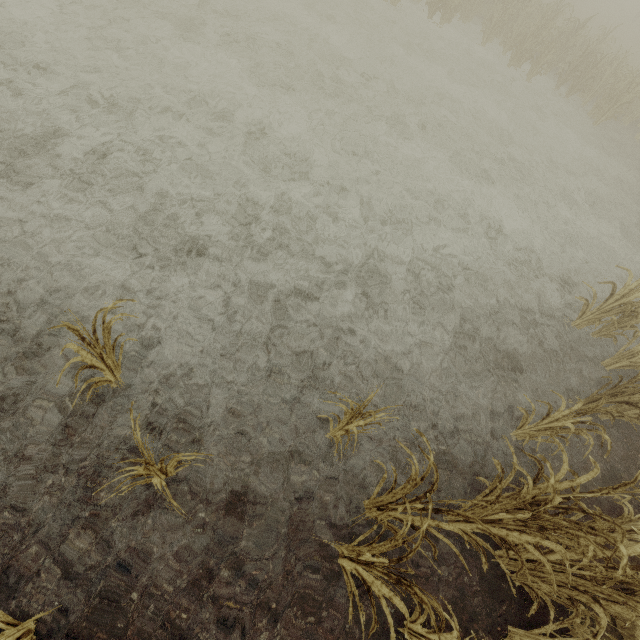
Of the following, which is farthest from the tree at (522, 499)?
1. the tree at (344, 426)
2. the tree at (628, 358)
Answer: the tree at (628, 358)

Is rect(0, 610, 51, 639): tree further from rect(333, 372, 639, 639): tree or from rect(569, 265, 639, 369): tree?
rect(569, 265, 639, 369): tree

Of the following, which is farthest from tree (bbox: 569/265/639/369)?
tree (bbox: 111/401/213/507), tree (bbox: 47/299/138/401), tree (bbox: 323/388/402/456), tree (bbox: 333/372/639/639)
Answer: tree (bbox: 47/299/138/401)

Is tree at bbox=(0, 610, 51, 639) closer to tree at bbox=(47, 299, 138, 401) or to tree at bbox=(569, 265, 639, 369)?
tree at bbox=(47, 299, 138, 401)

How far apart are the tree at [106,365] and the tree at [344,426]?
1.8m

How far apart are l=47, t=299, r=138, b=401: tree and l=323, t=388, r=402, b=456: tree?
1.85m

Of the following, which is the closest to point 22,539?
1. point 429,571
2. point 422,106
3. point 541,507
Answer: point 429,571

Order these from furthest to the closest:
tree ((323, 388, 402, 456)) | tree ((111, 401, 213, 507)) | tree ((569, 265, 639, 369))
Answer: tree ((569, 265, 639, 369)) → tree ((323, 388, 402, 456)) → tree ((111, 401, 213, 507))
